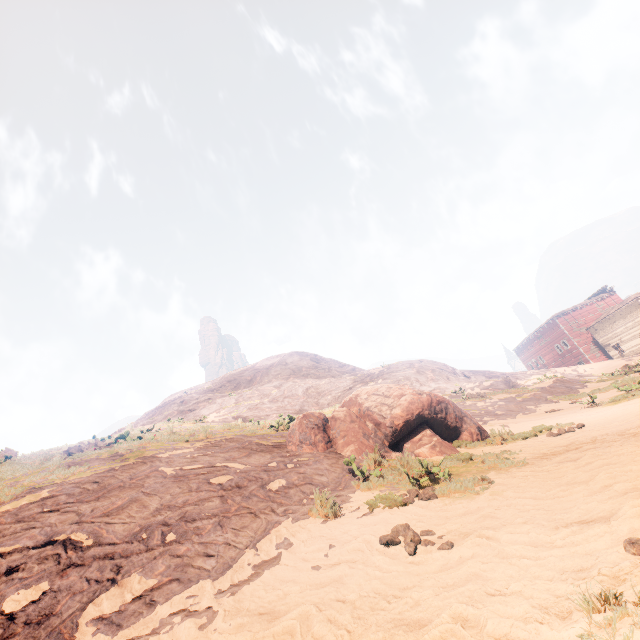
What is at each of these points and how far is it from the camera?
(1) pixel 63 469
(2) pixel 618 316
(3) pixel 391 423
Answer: (1) z, 7.07m
(2) building, 45.69m
(3) instancedfoliageactor, 8.52m

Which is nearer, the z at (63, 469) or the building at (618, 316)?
the z at (63, 469)

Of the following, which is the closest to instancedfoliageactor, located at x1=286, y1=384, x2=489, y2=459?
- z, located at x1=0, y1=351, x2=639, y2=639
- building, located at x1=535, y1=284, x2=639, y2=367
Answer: z, located at x1=0, y1=351, x2=639, y2=639

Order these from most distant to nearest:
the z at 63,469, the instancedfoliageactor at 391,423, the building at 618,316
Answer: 1. the building at 618,316
2. the instancedfoliageactor at 391,423
3. the z at 63,469

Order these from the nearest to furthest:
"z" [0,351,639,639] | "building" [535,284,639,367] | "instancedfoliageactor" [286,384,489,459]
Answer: "z" [0,351,639,639]
"instancedfoliageactor" [286,384,489,459]
"building" [535,284,639,367]

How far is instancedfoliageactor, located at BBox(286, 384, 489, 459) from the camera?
8.2m

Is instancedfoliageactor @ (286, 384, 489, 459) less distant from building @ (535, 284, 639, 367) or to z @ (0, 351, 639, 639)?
z @ (0, 351, 639, 639)
